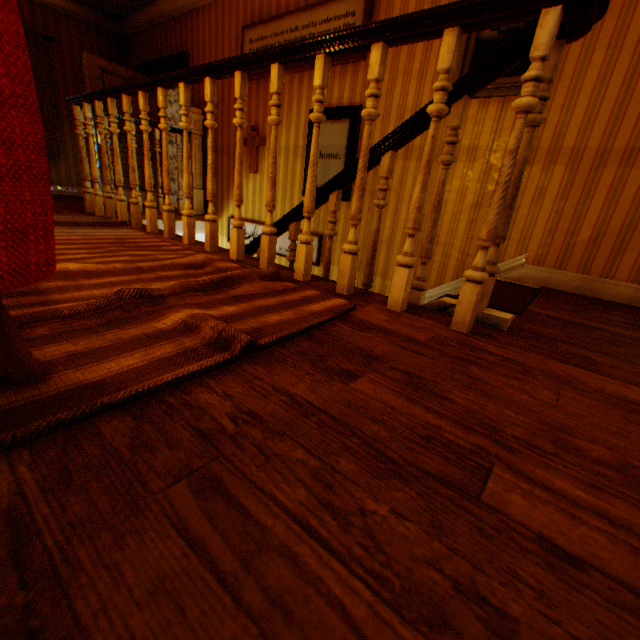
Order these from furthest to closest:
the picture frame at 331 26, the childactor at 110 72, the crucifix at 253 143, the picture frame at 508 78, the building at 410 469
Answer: the childactor at 110 72
the crucifix at 253 143
the picture frame at 331 26
the picture frame at 508 78
the building at 410 469

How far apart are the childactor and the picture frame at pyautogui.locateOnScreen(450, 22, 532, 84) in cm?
570

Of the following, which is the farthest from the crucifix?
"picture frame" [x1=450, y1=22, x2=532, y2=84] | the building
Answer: "picture frame" [x1=450, y1=22, x2=532, y2=84]

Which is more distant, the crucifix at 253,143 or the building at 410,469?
the crucifix at 253,143

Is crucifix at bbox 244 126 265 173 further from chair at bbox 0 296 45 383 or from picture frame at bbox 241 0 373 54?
chair at bbox 0 296 45 383

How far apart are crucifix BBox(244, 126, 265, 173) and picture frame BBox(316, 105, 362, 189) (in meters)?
0.80

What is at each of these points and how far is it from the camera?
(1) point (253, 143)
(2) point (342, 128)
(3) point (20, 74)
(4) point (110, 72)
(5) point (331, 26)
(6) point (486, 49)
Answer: (1) crucifix, 4.6m
(2) picture frame, 3.7m
(3) chair, 0.5m
(4) childactor, 5.5m
(5) picture frame, 3.5m
(6) picture frame, 2.7m

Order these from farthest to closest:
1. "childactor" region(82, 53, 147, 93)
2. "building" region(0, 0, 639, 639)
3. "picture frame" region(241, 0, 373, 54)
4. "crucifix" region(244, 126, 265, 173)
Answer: "childactor" region(82, 53, 147, 93) < "crucifix" region(244, 126, 265, 173) < "picture frame" region(241, 0, 373, 54) < "building" region(0, 0, 639, 639)
